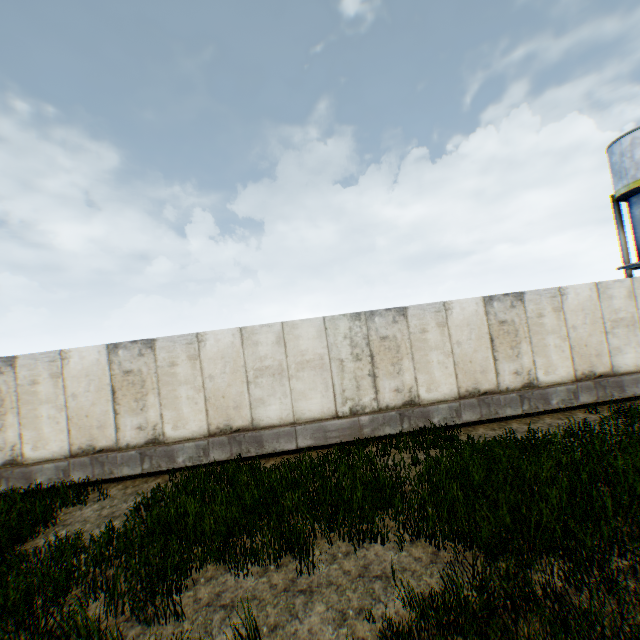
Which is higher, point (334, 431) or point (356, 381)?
point (356, 381)
